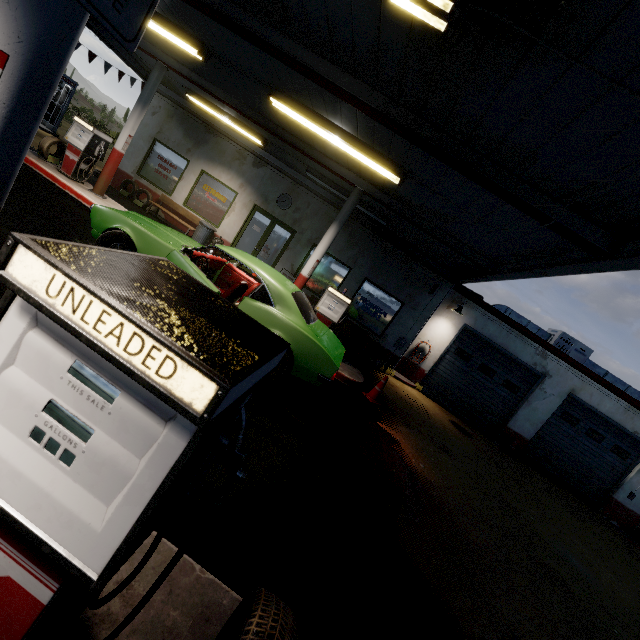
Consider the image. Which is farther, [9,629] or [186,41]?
[186,41]

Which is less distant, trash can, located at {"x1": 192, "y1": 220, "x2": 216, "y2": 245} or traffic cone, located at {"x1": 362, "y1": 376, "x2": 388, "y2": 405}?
traffic cone, located at {"x1": 362, "y1": 376, "x2": 388, "y2": 405}

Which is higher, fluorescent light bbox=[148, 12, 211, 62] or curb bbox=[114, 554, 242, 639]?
fluorescent light bbox=[148, 12, 211, 62]

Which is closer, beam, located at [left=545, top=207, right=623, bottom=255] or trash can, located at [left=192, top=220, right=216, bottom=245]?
beam, located at [left=545, top=207, right=623, bottom=255]

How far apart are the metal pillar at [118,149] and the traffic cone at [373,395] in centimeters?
892cm

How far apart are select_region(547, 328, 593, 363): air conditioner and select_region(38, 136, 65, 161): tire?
17.80m

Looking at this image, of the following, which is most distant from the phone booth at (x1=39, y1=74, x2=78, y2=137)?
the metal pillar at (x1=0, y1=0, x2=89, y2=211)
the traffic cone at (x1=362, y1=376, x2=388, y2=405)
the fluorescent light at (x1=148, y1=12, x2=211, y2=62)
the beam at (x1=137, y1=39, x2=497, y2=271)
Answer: the metal pillar at (x1=0, y1=0, x2=89, y2=211)

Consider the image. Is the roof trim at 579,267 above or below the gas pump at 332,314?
above
